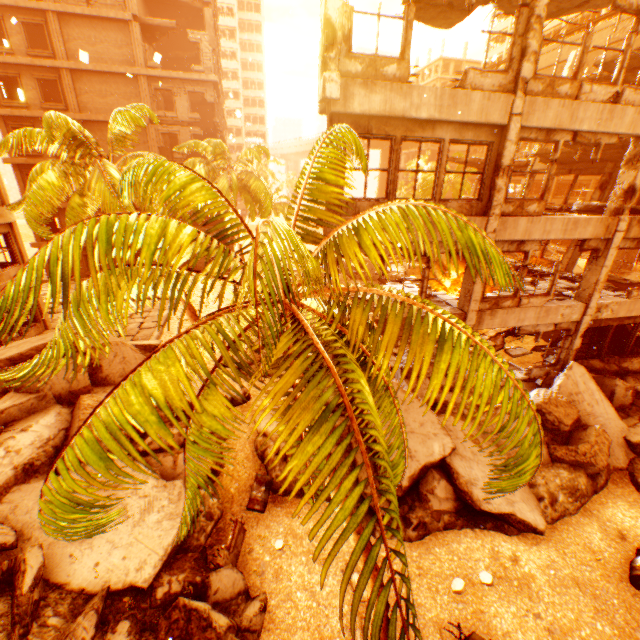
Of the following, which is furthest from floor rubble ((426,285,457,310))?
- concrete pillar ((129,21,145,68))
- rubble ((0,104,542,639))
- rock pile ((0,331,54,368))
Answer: concrete pillar ((129,21,145,68))

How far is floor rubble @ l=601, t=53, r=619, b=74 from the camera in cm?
1305

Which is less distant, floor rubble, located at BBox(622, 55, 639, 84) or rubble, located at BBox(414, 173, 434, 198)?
floor rubble, located at BBox(622, 55, 639, 84)

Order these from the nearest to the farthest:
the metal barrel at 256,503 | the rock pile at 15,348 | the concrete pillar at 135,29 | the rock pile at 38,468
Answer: the rock pile at 38,468 < the metal barrel at 256,503 < the rock pile at 15,348 < the concrete pillar at 135,29

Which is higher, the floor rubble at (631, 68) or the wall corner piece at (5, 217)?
the floor rubble at (631, 68)

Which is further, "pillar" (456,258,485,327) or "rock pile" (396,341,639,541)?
"pillar" (456,258,485,327)

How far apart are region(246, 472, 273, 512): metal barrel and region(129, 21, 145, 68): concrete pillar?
29.14m

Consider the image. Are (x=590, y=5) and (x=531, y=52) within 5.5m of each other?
yes
